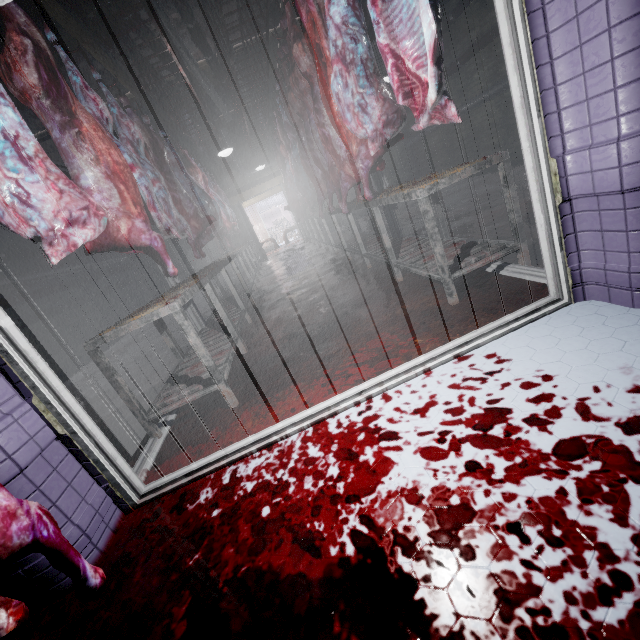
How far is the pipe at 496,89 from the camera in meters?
5.9

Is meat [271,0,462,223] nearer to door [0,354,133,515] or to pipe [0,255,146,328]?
door [0,354,133,515]

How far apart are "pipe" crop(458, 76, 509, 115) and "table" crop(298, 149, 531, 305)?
3.20m

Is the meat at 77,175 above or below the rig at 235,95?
below

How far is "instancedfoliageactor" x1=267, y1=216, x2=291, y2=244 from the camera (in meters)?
18.73

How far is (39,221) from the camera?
1.5 meters

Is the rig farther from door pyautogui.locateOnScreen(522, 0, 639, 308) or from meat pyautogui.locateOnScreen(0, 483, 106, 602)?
meat pyautogui.locateOnScreen(0, 483, 106, 602)

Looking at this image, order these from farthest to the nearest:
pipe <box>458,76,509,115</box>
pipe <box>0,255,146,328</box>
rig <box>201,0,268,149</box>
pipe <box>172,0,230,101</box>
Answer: pipe <box>458,76,509,115</box> → pipe <box>0,255,146,328</box> → pipe <box>172,0,230,101</box> → rig <box>201,0,268,149</box>
